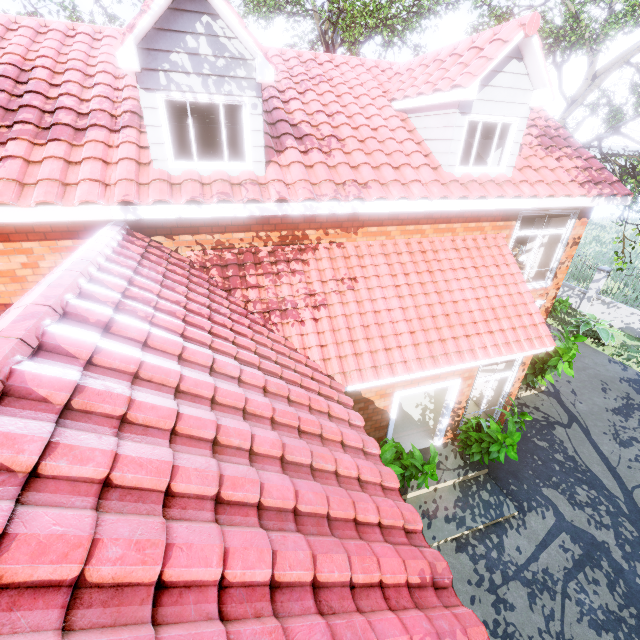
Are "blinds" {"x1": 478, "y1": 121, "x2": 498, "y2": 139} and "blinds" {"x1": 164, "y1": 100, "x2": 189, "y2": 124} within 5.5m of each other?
yes

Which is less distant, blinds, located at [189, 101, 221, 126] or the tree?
blinds, located at [189, 101, 221, 126]

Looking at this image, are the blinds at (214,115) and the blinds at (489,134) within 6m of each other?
yes

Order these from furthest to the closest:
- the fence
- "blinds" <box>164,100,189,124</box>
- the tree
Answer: the fence < the tree < "blinds" <box>164,100,189,124</box>

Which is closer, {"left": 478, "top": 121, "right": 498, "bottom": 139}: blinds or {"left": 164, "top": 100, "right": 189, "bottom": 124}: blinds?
{"left": 164, "top": 100, "right": 189, "bottom": 124}: blinds

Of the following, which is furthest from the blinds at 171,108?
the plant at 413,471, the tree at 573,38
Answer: the tree at 573,38

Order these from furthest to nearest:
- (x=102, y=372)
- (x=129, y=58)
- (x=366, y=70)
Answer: (x=366, y=70), (x=129, y=58), (x=102, y=372)

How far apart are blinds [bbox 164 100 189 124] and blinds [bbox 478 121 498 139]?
4.69m
